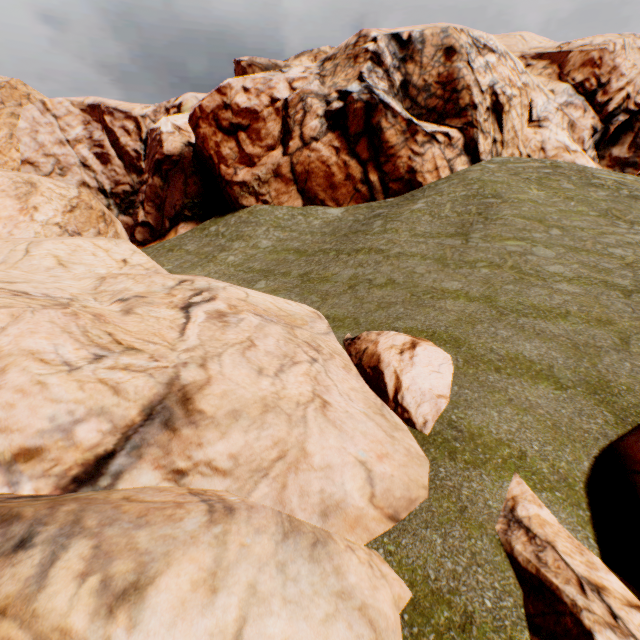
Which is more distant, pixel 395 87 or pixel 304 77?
pixel 304 77

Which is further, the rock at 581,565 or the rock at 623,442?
the rock at 623,442

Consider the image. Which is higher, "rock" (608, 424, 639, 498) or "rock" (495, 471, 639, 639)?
"rock" (608, 424, 639, 498)

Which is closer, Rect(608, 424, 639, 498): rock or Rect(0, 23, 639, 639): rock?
Rect(0, 23, 639, 639): rock
